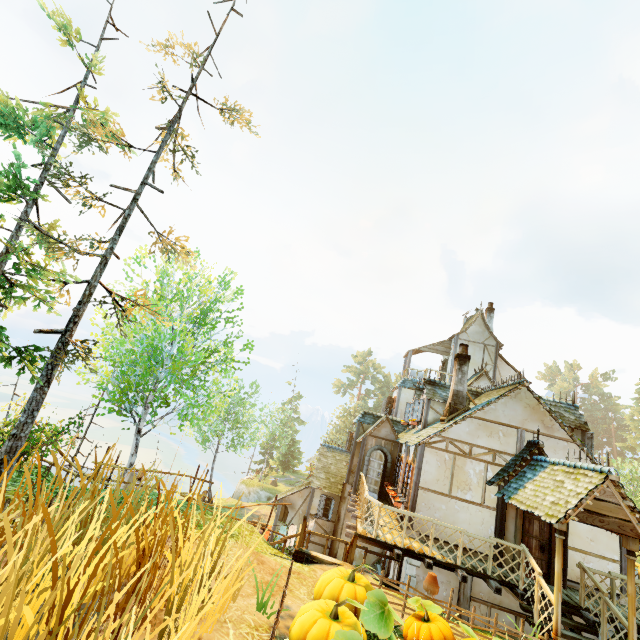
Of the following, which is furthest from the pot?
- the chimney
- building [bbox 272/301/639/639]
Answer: the chimney

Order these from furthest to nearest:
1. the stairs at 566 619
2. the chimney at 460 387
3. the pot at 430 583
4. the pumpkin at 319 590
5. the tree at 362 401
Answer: the tree at 362 401 → the chimney at 460 387 → the stairs at 566 619 → the pot at 430 583 → the pumpkin at 319 590

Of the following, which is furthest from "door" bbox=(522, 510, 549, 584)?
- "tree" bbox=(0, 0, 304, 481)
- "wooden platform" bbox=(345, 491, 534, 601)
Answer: "tree" bbox=(0, 0, 304, 481)

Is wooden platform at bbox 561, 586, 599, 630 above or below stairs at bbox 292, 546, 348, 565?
above

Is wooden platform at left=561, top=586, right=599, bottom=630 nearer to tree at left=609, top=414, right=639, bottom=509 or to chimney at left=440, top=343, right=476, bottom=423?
chimney at left=440, top=343, right=476, bottom=423

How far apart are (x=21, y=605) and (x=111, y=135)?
12.5 meters

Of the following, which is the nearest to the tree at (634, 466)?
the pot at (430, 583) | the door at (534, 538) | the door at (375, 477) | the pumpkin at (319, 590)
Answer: the pumpkin at (319, 590)

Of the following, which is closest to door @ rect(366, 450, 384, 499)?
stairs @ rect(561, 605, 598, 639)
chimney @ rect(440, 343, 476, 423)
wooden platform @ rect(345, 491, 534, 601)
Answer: wooden platform @ rect(345, 491, 534, 601)
